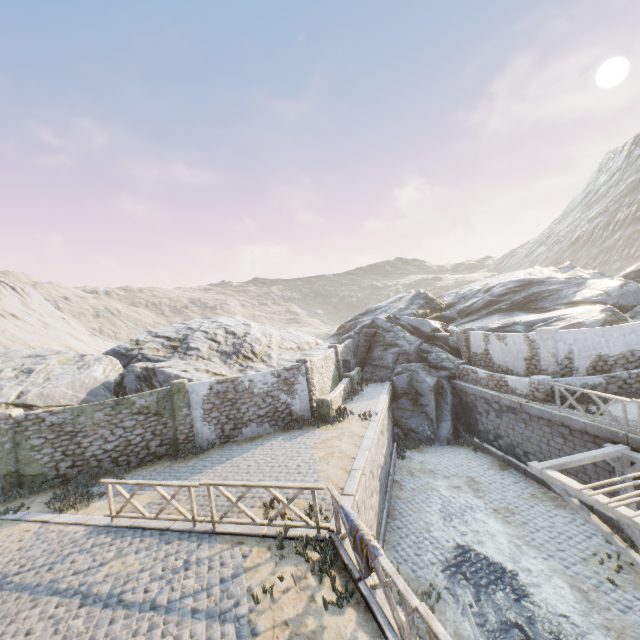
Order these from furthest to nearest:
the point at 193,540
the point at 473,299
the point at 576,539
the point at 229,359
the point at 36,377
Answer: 1. the point at 473,299
2. the point at 229,359
3. the point at 36,377
4. the point at 576,539
5. the point at 193,540

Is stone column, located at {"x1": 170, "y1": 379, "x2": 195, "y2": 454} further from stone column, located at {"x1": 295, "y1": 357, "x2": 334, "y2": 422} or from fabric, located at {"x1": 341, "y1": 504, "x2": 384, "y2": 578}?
fabric, located at {"x1": 341, "y1": 504, "x2": 384, "y2": 578}

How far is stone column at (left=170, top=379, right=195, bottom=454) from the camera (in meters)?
14.15

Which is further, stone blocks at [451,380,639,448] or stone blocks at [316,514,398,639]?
stone blocks at [451,380,639,448]

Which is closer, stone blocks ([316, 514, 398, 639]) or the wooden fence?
the wooden fence

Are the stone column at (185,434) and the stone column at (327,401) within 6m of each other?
yes

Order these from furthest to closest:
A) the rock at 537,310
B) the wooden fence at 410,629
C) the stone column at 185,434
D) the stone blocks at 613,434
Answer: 1. the rock at 537,310
2. the stone column at 185,434
3. the stone blocks at 613,434
4. the wooden fence at 410,629

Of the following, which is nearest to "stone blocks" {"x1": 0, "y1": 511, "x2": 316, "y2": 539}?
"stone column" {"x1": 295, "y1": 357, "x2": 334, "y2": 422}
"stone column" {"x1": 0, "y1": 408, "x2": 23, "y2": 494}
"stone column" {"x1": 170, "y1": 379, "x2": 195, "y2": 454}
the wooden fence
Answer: the wooden fence
